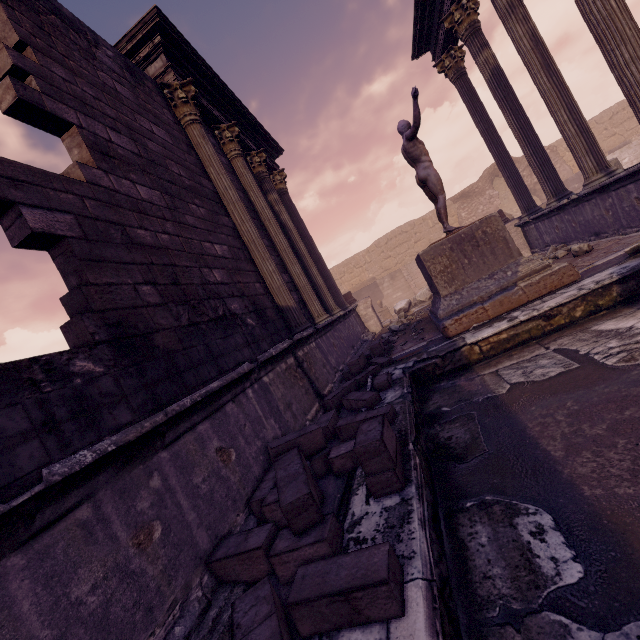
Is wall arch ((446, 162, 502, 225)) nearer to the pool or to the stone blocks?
the pool

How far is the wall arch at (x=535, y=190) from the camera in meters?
21.5 m

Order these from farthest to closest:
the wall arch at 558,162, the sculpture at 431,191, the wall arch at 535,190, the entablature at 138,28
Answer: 1. the wall arch at 535,190
2. the wall arch at 558,162
3. the entablature at 138,28
4. the sculpture at 431,191

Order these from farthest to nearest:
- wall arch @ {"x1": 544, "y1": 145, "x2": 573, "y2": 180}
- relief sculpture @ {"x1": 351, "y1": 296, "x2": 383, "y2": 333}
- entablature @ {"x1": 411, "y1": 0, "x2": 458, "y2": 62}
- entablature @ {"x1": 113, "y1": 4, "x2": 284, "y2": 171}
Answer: wall arch @ {"x1": 544, "y1": 145, "x2": 573, "y2": 180} → relief sculpture @ {"x1": 351, "y1": 296, "x2": 383, "y2": 333} → entablature @ {"x1": 411, "y1": 0, "x2": 458, "y2": 62} → entablature @ {"x1": 113, "y1": 4, "x2": 284, "y2": 171}

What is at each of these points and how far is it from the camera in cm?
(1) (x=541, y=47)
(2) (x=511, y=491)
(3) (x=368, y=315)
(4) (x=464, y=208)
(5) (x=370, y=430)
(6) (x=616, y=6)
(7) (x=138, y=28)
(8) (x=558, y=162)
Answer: (1) column, 622
(2) pool, 206
(3) relief sculpture, 1179
(4) wall arch, 2247
(5) stone blocks, 223
(6) column, 452
(7) entablature, 588
(8) wall arch, 2106

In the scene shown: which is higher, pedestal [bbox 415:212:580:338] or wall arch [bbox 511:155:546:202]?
wall arch [bbox 511:155:546:202]

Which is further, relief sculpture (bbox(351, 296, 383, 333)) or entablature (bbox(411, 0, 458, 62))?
relief sculpture (bbox(351, 296, 383, 333))

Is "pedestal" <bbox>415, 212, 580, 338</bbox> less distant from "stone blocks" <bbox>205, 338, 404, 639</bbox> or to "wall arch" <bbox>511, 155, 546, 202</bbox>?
"stone blocks" <bbox>205, 338, 404, 639</bbox>
